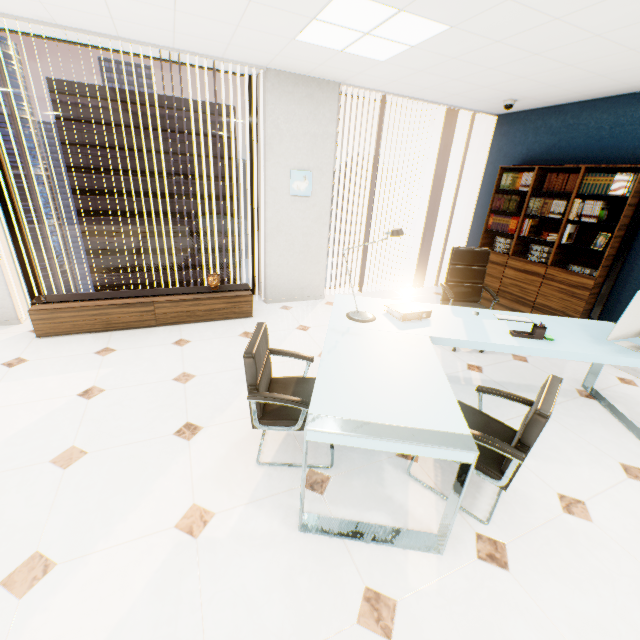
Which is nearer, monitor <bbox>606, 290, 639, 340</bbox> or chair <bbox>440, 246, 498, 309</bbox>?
monitor <bbox>606, 290, 639, 340</bbox>

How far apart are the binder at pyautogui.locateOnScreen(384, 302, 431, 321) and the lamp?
0.2m

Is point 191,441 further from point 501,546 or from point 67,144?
point 67,144

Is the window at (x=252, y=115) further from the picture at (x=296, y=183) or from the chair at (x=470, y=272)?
the chair at (x=470, y=272)

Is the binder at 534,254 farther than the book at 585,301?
Yes

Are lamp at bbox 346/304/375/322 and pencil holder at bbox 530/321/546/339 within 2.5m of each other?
yes

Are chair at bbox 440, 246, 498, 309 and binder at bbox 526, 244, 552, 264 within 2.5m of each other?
yes

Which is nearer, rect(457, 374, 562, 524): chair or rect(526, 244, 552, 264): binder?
rect(457, 374, 562, 524): chair
